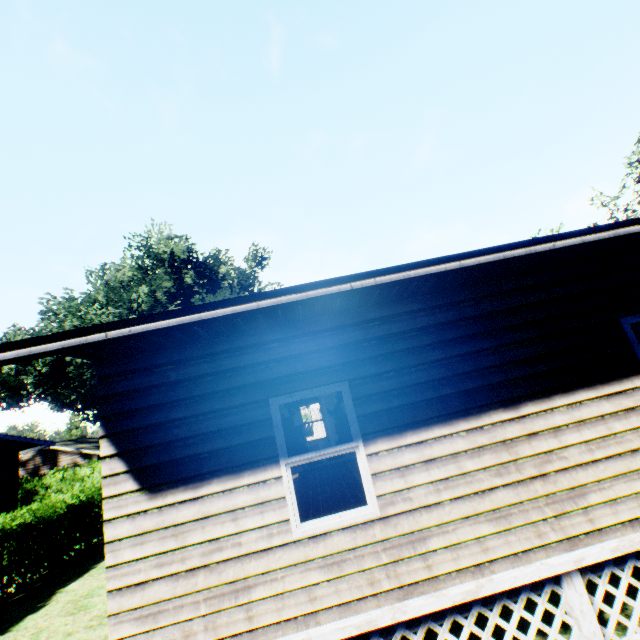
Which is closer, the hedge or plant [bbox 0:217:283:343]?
the hedge

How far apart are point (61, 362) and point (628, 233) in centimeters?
4063cm

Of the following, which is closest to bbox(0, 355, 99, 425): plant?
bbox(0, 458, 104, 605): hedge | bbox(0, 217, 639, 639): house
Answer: bbox(0, 458, 104, 605): hedge

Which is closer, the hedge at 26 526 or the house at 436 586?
the house at 436 586

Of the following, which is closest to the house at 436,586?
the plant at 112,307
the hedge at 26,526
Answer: the hedge at 26,526

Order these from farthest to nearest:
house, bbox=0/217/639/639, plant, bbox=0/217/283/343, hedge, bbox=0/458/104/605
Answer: plant, bbox=0/217/283/343 → hedge, bbox=0/458/104/605 → house, bbox=0/217/639/639

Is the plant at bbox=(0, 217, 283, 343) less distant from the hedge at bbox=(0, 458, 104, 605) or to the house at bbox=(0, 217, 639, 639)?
the hedge at bbox=(0, 458, 104, 605)

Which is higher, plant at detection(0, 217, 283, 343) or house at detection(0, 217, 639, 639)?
plant at detection(0, 217, 283, 343)
